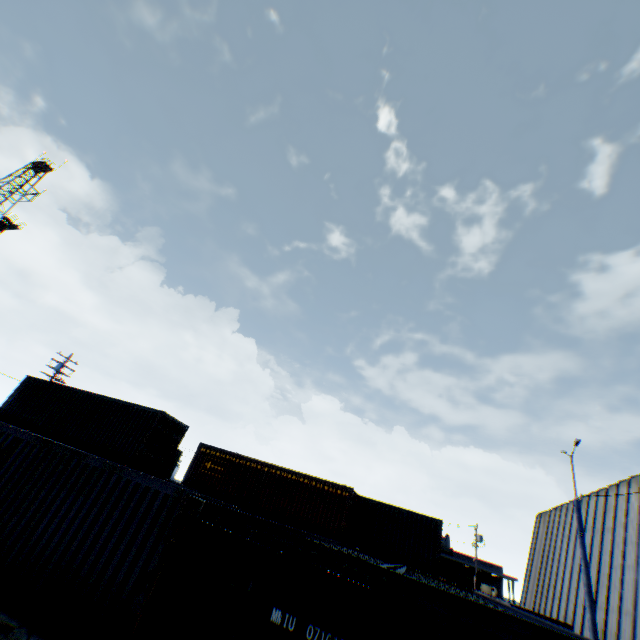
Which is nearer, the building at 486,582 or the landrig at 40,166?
the landrig at 40,166

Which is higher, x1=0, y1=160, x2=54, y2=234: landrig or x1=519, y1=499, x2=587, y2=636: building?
x1=0, y1=160, x2=54, y2=234: landrig

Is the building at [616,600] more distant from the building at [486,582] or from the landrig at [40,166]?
the landrig at [40,166]

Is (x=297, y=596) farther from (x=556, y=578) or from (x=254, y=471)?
(x=556, y=578)

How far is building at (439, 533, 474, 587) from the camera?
49.43m

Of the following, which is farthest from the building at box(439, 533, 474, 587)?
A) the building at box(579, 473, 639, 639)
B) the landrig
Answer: the landrig

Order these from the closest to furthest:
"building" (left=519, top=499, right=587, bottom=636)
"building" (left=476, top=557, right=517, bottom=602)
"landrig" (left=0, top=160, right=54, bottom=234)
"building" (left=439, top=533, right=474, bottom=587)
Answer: "building" (left=519, top=499, right=587, bottom=636) < "landrig" (left=0, top=160, right=54, bottom=234) < "building" (left=476, top=557, right=517, bottom=602) < "building" (left=439, top=533, right=474, bottom=587)
